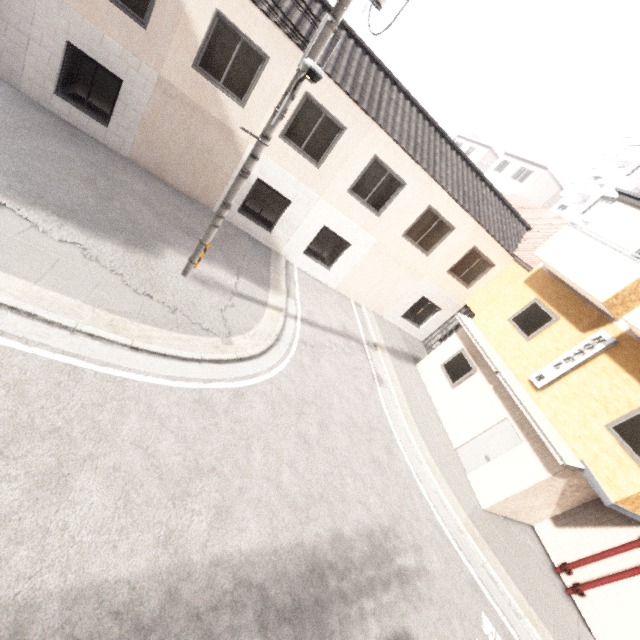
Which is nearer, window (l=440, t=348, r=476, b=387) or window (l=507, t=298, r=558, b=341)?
window (l=507, t=298, r=558, b=341)

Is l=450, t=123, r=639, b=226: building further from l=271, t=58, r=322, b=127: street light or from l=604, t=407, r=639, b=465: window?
l=271, t=58, r=322, b=127: street light

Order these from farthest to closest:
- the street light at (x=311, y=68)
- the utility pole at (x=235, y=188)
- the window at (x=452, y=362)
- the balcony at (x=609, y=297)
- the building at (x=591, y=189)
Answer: the building at (x=591, y=189) < the window at (x=452, y=362) < the balcony at (x=609, y=297) < the utility pole at (x=235, y=188) < the street light at (x=311, y=68)

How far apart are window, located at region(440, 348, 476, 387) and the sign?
1.7m

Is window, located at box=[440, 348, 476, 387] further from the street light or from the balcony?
the street light

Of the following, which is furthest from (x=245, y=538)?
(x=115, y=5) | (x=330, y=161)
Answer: (x=115, y=5)

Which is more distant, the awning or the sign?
the sign

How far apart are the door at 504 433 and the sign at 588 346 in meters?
1.3
